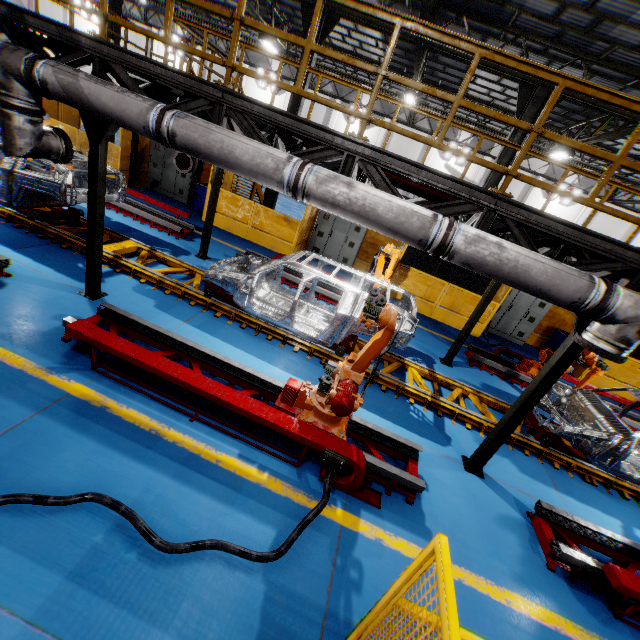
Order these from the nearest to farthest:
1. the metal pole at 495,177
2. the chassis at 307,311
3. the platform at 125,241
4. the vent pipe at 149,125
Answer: the vent pipe at 149,125 → the chassis at 307,311 → the platform at 125,241 → the metal pole at 495,177

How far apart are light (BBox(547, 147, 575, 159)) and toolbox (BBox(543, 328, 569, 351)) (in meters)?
8.06

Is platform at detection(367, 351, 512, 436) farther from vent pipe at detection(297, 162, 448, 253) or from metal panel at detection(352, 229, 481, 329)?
metal panel at detection(352, 229, 481, 329)

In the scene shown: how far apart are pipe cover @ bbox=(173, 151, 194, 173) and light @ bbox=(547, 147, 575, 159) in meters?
15.8 m

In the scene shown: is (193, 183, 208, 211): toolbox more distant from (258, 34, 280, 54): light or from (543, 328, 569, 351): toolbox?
(543, 328, 569, 351): toolbox

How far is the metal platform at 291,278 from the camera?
10.1 meters

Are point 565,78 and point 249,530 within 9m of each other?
yes

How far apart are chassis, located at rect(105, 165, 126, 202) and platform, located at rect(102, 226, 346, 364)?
0.0 meters
